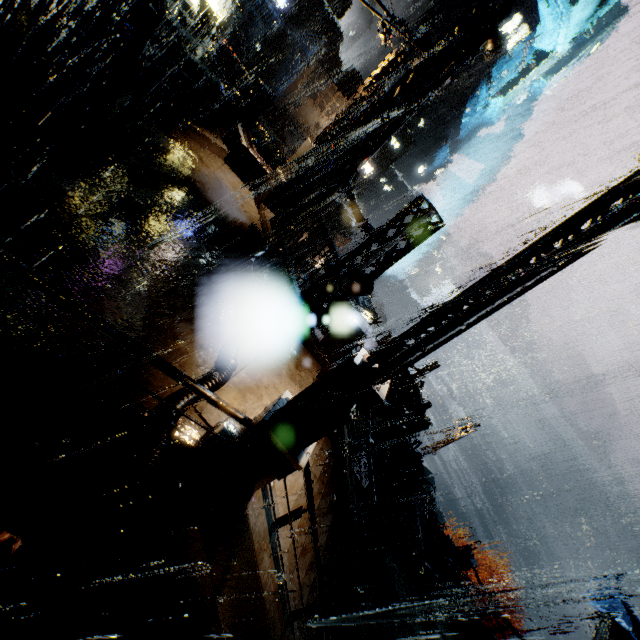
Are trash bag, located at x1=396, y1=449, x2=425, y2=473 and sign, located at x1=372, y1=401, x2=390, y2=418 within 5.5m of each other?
yes

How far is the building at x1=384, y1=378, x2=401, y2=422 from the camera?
19.6 meters

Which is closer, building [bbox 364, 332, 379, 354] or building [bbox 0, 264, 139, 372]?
A: building [bbox 0, 264, 139, 372]

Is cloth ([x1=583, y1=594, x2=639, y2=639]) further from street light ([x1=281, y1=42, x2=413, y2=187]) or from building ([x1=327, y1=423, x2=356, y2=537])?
street light ([x1=281, y1=42, x2=413, y2=187])

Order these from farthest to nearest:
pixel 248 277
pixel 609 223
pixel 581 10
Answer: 1. pixel 581 10
2. pixel 248 277
3. pixel 609 223

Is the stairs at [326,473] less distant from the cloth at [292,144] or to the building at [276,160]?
the building at [276,160]

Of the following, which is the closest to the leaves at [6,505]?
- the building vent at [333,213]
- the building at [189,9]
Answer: the building at [189,9]

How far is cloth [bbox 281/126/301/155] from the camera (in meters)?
35.89
